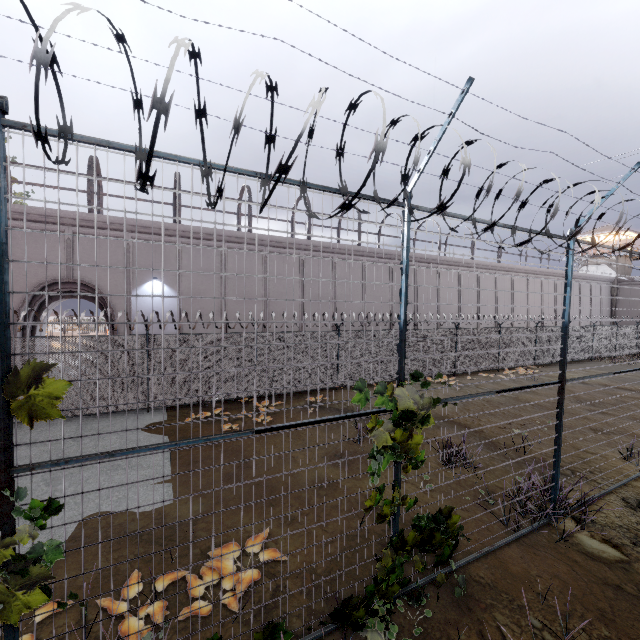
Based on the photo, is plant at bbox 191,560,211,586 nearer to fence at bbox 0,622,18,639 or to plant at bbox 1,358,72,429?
fence at bbox 0,622,18,639

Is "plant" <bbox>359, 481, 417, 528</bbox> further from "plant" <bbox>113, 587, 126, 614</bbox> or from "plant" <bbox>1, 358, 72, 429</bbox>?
"plant" <bbox>1, 358, 72, 429</bbox>

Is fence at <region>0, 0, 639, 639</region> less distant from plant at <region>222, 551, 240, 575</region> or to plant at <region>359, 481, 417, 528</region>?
plant at <region>359, 481, 417, 528</region>

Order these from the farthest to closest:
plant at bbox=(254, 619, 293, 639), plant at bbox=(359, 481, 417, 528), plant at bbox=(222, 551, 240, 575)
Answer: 1. plant at bbox=(222, 551, 240, 575)
2. plant at bbox=(359, 481, 417, 528)
3. plant at bbox=(254, 619, 293, 639)

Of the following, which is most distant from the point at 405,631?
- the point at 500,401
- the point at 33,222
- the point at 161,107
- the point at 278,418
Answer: the point at 33,222

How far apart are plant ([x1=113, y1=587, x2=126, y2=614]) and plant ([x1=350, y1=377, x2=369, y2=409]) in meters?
1.7

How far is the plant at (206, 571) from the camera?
4.5m
